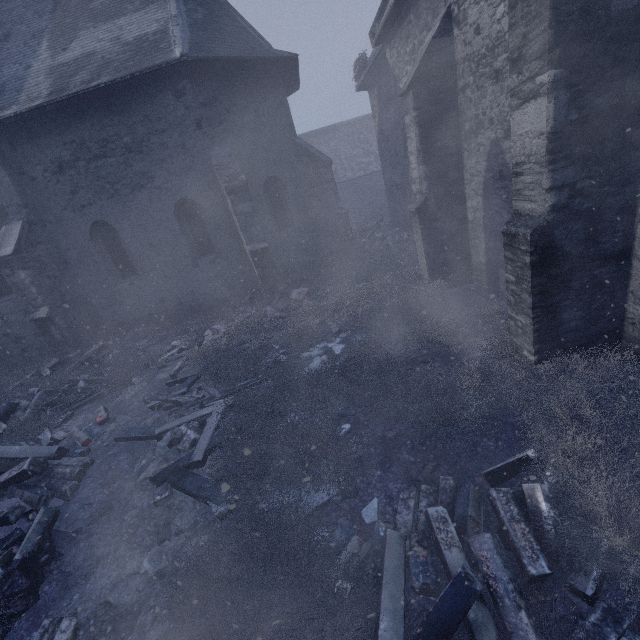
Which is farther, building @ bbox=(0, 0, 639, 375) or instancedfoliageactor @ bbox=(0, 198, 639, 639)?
building @ bbox=(0, 0, 639, 375)

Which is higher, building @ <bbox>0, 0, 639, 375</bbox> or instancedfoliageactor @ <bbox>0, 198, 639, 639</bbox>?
building @ <bbox>0, 0, 639, 375</bbox>

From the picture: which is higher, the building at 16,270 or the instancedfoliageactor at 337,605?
the building at 16,270

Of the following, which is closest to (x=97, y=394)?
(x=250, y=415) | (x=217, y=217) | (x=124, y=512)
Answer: (x=124, y=512)

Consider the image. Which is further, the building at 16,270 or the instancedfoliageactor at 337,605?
the building at 16,270
